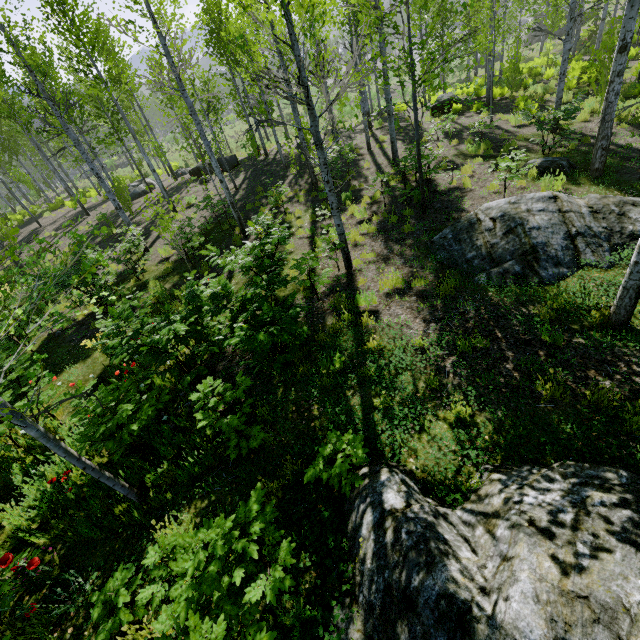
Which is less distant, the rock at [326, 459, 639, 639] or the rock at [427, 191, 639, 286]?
the rock at [326, 459, 639, 639]

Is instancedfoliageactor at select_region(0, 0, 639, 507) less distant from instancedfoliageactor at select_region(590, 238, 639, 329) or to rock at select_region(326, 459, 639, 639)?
instancedfoliageactor at select_region(590, 238, 639, 329)

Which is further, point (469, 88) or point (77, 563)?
point (469, 88)

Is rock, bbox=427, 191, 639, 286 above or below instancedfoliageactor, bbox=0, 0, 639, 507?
below

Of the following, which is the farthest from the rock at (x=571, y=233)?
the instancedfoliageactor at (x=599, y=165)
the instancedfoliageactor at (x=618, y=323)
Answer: the instancedfoliageactor at (x=599, y=165)

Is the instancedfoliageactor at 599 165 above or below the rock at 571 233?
above

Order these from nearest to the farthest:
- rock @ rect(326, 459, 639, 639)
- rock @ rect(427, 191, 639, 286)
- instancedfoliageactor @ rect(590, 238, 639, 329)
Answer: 1. rock @ rect(326, 459, 639, 639)
2. instancedfoliageactor @ rect(590, 238, 639, 329)
3. rock @ rect(427, 191, 639, 286)

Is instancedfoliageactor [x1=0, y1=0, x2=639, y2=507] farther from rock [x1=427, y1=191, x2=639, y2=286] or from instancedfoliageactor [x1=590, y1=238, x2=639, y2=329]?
instancedfoliageactor [x1=590, y1=238, x2=639, y2=329]
